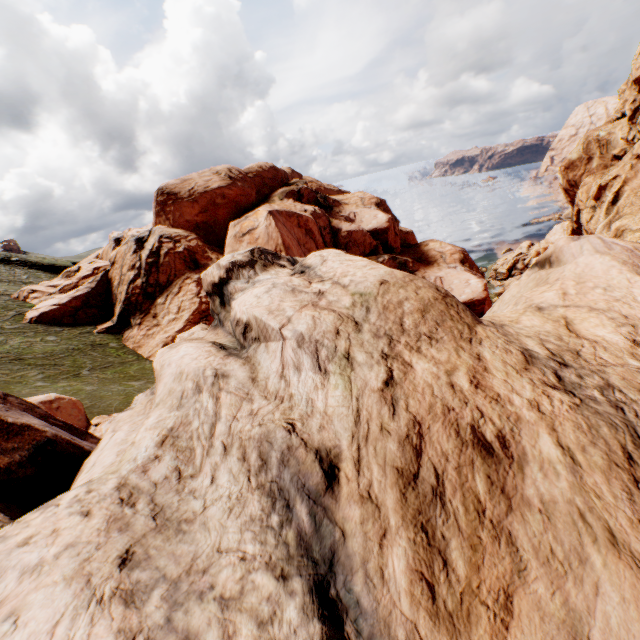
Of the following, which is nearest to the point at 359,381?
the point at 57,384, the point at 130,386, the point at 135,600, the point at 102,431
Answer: the point at 135,600
